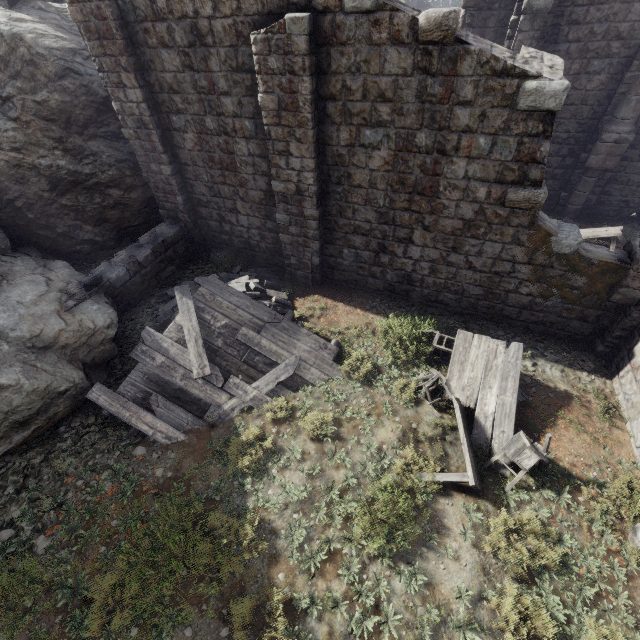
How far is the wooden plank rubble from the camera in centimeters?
719cm

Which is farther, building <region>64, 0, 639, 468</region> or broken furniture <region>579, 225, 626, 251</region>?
broken furniture <region>579, 225, 626, 251</region>

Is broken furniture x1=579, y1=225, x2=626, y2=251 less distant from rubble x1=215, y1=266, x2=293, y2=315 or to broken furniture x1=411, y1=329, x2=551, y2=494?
broken furniture x1=411, y1=329, x2=551, y2=494

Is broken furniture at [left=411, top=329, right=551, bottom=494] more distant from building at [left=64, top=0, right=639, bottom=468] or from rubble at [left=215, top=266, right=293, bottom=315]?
rubble at [left=215, top=266, right=293, bottom=315]

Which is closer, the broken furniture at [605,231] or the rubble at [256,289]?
the rubble at [256,289]

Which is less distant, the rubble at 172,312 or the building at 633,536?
the building at 633,536

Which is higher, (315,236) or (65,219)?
(315,236)

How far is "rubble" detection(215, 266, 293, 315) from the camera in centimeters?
969cm
